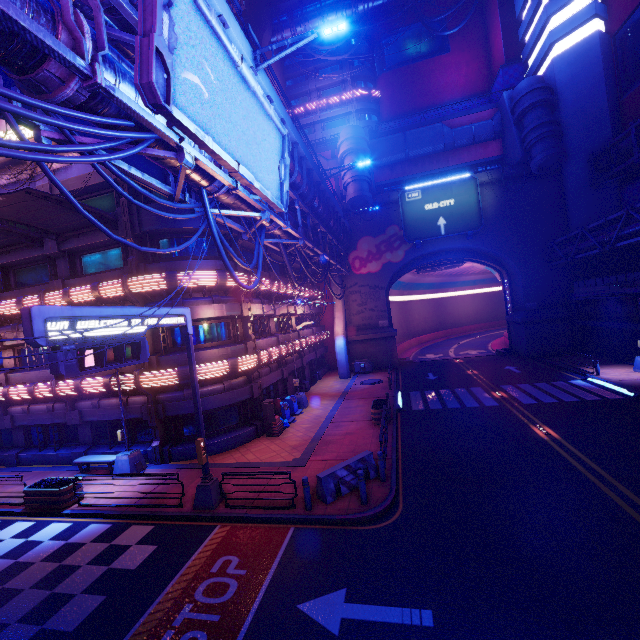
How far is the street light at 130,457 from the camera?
15.06m

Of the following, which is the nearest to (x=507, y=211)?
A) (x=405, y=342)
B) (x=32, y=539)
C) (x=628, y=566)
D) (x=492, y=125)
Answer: (x=492, y=125)

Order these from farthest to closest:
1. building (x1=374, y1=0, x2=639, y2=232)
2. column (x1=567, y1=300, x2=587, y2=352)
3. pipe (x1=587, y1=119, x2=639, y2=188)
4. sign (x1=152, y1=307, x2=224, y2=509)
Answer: column (x1=567, y1=300, x2=587, y2=352) < building (x1=374, y1=0, x2=639, y2=232) < pipe (x1=587, y1=119, x2=639, y2=188) < sign (x1=152, y1=307, x2=224, y2=509)

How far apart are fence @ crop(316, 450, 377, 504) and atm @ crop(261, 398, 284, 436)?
6.5m

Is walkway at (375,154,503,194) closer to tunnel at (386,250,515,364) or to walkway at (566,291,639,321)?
tunnel at (386,250,515,364)

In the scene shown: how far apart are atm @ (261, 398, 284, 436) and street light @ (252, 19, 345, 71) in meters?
14.9 m

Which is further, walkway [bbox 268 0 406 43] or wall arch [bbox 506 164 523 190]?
walkway [bbox 268 0 406 43]

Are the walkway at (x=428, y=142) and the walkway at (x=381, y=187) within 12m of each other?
yes
